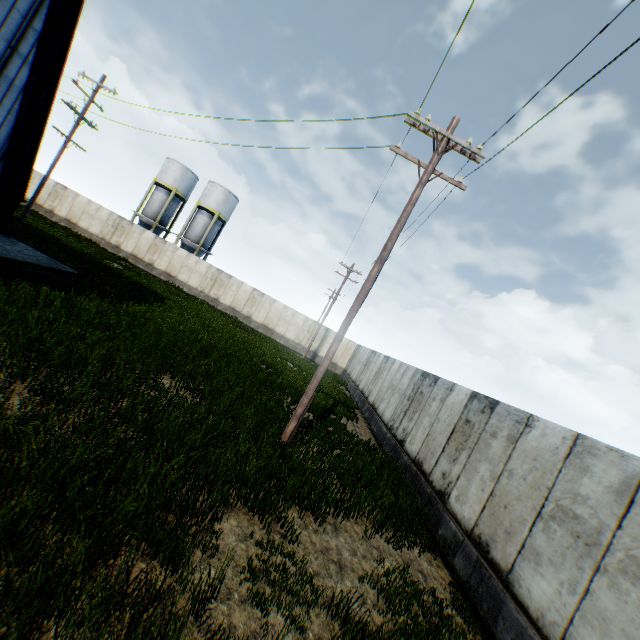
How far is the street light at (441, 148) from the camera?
8.3m

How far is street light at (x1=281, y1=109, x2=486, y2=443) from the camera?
8.3m

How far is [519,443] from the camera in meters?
6.8

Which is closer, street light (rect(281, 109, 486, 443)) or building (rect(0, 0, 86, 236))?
street light (rect(281, 109, 486, 443))

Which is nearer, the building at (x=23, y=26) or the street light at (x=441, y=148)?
the street light at (x=441, y=148)
